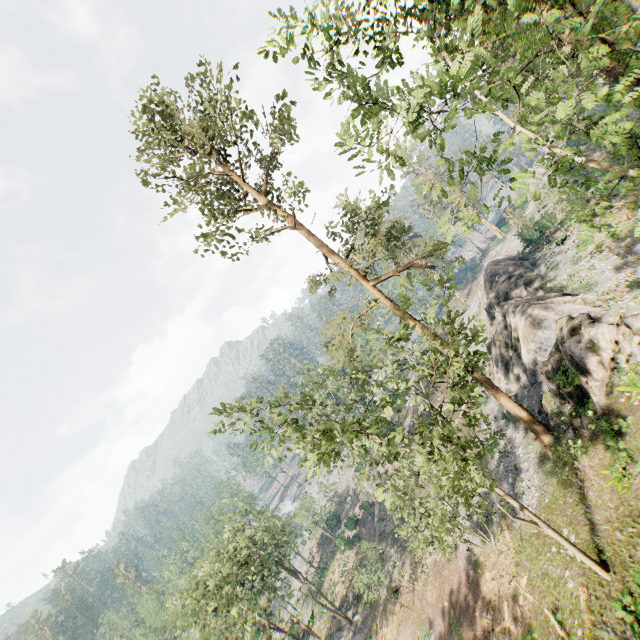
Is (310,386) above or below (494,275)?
above

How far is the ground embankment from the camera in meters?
41.2

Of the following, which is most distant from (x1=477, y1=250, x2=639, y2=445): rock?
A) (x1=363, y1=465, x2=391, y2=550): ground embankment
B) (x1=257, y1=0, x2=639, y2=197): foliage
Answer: (x1=363, y1=465, x2=391, y2=550): ground embankment

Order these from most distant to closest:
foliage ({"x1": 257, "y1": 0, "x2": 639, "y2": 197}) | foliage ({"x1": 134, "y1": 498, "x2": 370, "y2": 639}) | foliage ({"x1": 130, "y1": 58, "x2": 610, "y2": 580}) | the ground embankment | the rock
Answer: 1. the ground embankment
2. foliage ({"x1": 134, "y1": 498, "x2": 370, "y2": 639})
3. the rock
4. foliage ({"x1": 130, "y1": 58, "x2": 610, "y2": 580})
5. foliage ({"x1": 257, "y1": 0, "x2": 639, "y2": 197})

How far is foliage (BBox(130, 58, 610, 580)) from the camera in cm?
1232

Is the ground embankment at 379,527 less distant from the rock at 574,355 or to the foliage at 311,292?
the foliage at 311,292

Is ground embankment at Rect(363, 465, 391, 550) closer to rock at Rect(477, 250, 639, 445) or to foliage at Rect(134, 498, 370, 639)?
foliage at Rect(134, 498, 370, 639)

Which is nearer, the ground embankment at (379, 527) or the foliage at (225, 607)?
the foliage at (225, 607)
